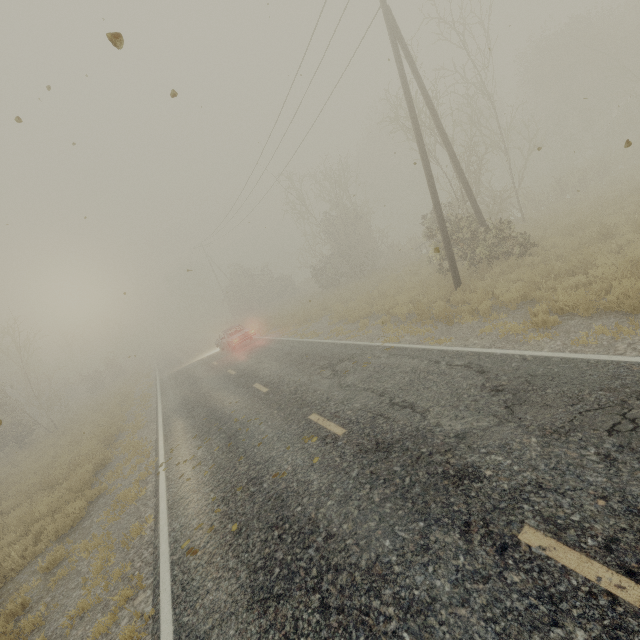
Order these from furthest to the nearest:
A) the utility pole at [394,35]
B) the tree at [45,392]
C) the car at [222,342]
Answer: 1. the tree at [45,392]
2. the car at [222,342]
3. the utility pole at [394,35]

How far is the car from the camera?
Result: 21.06m

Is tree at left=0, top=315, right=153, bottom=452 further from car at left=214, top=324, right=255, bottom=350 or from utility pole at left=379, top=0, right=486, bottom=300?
utility pole at left=379, top=0, right=486, bottom=300

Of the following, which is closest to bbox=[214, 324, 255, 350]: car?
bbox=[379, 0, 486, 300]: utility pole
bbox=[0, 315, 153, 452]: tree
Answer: bbox=[0, 315, 153, 452]: tree

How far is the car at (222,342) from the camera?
21.1m

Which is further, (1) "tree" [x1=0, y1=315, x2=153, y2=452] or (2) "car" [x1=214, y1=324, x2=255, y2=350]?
(1) "tree" [x1=0, y1=315, x2=153, y2=452]

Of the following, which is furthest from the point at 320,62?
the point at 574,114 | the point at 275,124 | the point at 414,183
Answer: the point at 414,183
